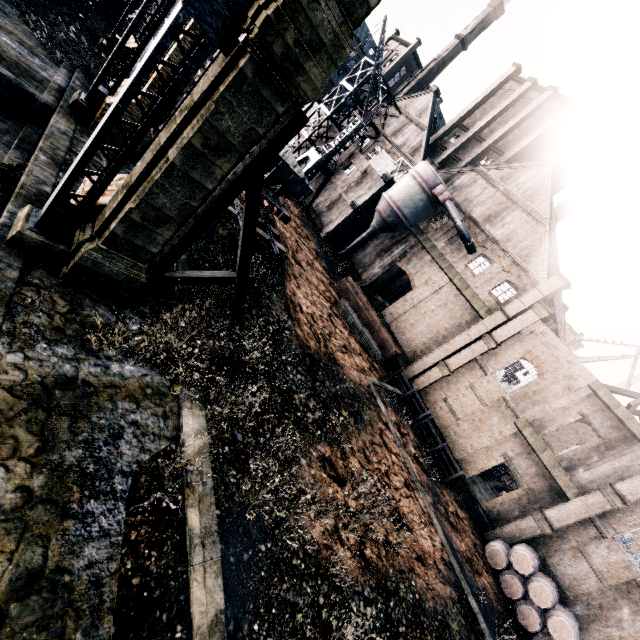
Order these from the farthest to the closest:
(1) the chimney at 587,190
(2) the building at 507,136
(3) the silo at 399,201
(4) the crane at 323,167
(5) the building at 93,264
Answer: (1) the chimney at 587,190 → (4) the crane at 323,167 → (3) the silo at 399,201 → (2) the building at 507,136 → (5) the building at 93,264

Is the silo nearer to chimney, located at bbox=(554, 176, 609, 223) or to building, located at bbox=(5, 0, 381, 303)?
building, located at bbox=(5, 0, 381, 303)

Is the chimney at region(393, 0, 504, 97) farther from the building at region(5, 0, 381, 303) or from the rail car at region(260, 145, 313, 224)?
the rail car at region(260, 145, 313, 224)

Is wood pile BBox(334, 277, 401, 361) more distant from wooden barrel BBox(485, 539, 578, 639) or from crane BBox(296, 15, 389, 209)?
wooden barrel BBox(485, 539, 578, 639)

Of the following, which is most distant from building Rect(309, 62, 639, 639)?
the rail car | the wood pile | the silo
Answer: the rail car

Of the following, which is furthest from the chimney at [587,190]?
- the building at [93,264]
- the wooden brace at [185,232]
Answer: the wooden brace at [185,232]

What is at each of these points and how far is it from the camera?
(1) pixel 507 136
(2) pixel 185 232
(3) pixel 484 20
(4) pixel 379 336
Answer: (1) building, 36.0 meters
(2) wooden brace, 11.6 meters
(3) chimney, 51.8 meters
(4) wood pile, 30.2 meters

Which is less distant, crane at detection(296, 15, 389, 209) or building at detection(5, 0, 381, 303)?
building at detection(5, 0, 381, 303)
